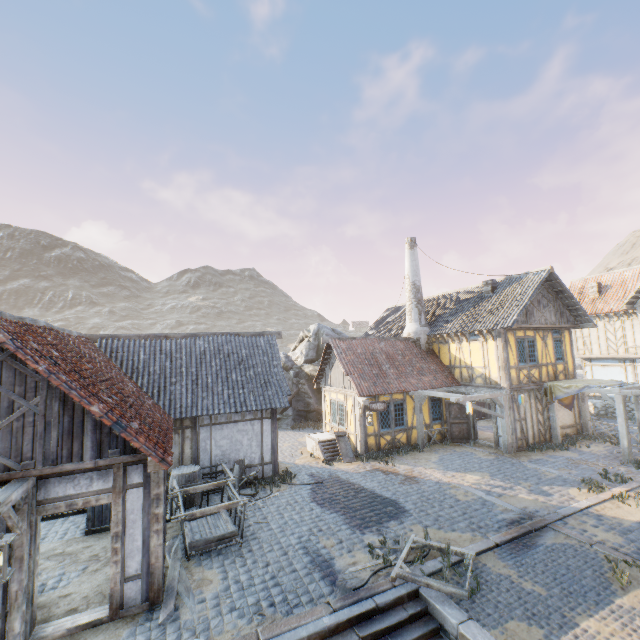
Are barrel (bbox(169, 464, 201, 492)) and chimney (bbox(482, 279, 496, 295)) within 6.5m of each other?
no

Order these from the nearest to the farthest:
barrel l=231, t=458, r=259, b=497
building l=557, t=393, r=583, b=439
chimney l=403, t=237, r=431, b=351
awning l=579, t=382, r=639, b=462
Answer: barrel l=231, t=458, r=259, b=497, awning l=579, t=382, r=639, b=462, building l=557, t=393, r=583, b=439, chimney l=403, t=237, r=431, b=351

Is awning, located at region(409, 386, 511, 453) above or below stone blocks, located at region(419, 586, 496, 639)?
above

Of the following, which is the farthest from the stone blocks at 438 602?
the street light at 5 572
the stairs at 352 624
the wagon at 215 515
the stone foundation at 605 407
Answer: the wagon at 215 515

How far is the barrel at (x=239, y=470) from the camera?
11.3m

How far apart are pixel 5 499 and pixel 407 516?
9.4m

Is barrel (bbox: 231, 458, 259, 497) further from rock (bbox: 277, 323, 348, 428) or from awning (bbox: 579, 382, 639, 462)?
awning (bbox: 579, 382, 639, 462)

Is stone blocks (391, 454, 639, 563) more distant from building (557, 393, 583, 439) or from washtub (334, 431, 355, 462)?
washtub (334, 431, 355, 462)
